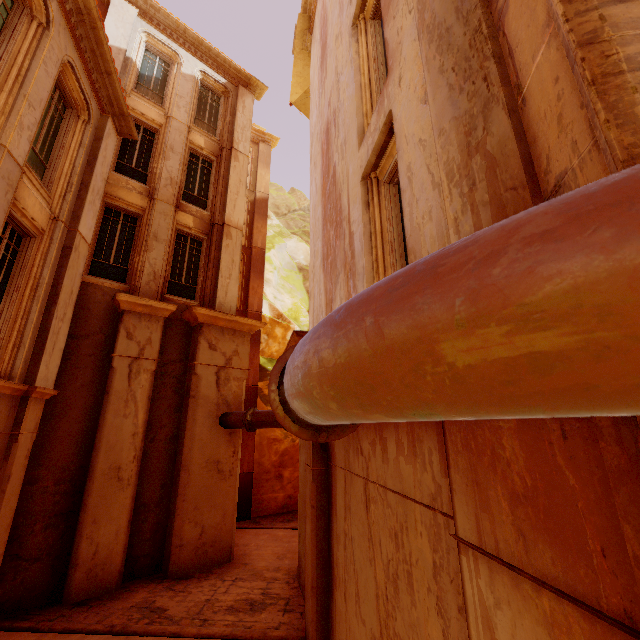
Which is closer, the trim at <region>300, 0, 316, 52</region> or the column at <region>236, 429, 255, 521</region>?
the trim at <region>300, 0, 316, 52</region>

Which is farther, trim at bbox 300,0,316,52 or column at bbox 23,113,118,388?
trim at bbox 300,0,316,52

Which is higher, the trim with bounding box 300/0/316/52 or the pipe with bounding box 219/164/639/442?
the trim with bounding box 300/0/316/52

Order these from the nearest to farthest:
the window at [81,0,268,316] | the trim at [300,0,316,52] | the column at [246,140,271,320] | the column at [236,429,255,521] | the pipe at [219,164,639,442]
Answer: the pipe at [219,164,639,442]
the window at [81,0,268,316]
the trim at [300,0,316,52]
the column at [236,429,255,521]
the column at [246,140,271,320]

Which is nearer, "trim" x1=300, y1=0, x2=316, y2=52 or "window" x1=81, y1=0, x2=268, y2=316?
"window" x1=81, y1=0, x2=268, y2=316

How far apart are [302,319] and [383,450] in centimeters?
2071cm

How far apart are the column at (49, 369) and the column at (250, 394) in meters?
8.4

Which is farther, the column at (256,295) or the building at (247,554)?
the column at (256,295)
